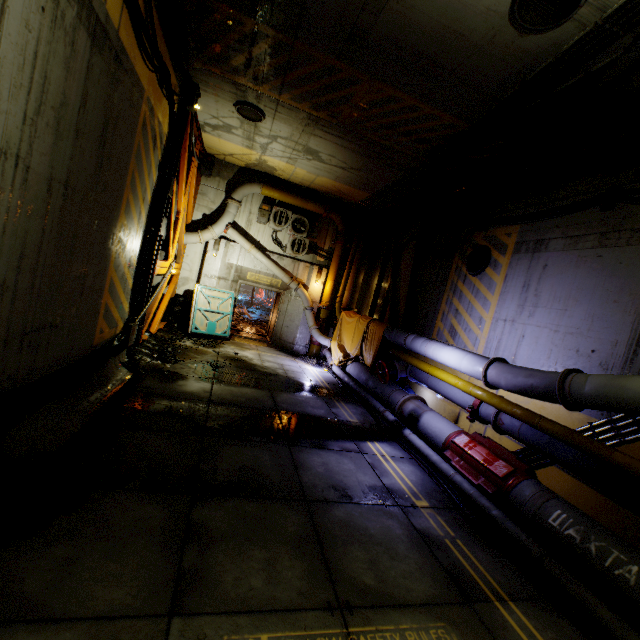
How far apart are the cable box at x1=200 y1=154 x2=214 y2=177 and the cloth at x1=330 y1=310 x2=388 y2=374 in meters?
7.7 m

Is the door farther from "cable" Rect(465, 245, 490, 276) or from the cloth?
"cable" Rect(465, 245, 490, 276)

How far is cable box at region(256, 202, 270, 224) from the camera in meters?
13.4

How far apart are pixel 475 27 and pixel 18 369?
7.5 meters

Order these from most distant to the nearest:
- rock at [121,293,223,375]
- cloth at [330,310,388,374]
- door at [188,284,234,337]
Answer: door at [188,284,234,337] < cloth at [330,310,388,374] < rock at [121,293,223,375]

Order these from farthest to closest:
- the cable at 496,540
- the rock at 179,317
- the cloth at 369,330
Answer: the cloth at 369,330
the rock at 179,317
the cable at 496,540

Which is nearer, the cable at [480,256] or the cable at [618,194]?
the cable at [618,194]

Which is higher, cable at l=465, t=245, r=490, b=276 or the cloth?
cable at l=465, t=245, r=490, b=276
